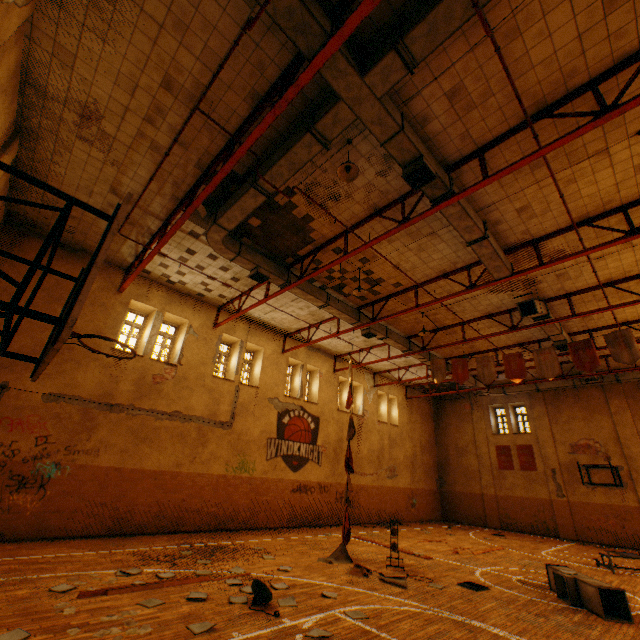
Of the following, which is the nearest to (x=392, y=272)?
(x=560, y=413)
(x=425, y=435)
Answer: (x=560, y=413)

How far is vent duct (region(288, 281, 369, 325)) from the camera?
12.0 meters

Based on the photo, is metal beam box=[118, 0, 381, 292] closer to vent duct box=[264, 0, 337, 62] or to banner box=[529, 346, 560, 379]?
vent duct box=[264, 0, 337, 62]

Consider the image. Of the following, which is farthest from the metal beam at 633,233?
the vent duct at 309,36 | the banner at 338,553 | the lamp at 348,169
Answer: the lamp at 348,169

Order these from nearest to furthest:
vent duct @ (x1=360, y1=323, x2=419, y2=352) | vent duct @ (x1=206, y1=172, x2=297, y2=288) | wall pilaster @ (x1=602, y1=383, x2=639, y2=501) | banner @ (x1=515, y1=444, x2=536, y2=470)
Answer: vent duct @ (x1=206, y1=172, x2=297, y2=288)
vent duct @ (x1=360, y1=323, x2=419, y2=352)
wall pilaster @ (x1=602, y1=383, x2=639, y2=501)
banner @ (x1=515, y1=444, x2=536, y2=470)

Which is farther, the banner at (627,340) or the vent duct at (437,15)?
the banner at (627,340)

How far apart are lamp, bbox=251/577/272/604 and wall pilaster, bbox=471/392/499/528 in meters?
20.9 m

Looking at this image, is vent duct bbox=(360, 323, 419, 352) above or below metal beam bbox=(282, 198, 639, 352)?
above
